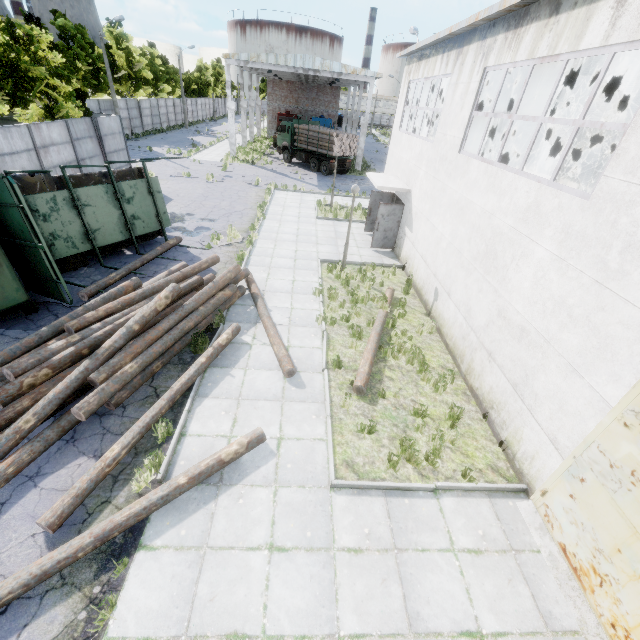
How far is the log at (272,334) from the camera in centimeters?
803cm

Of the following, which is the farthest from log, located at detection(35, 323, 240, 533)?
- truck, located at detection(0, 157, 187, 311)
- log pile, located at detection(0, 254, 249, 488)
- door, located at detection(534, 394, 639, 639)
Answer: door, located at detection(534, 394, 639, 639)

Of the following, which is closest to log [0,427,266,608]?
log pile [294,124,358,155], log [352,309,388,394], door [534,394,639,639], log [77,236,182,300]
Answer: log [352,309,388,394]

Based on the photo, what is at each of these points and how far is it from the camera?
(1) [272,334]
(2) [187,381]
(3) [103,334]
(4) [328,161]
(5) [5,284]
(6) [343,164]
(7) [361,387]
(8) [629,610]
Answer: (1) log, 8.96m
(2) log, 7.23m
(3) log pile, 7.40m
(4) truck, 29.12m
(5) truck, 8.07m
(6) truck, 30.31m
(7) log, 7.70m
(8) door, 4.20m

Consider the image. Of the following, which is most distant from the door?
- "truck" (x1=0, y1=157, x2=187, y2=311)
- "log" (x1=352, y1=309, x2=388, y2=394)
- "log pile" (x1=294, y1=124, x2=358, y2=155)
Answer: "log pile" (x1=294, y1=124, x2=358, y2=155)

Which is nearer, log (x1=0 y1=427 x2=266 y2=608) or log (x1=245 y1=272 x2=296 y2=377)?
log (x1=0 y1=427 x2=266 y2=608)

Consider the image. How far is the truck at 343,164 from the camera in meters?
29.5

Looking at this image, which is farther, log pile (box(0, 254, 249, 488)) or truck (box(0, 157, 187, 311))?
truck (box(0, 157, 187, 311))
